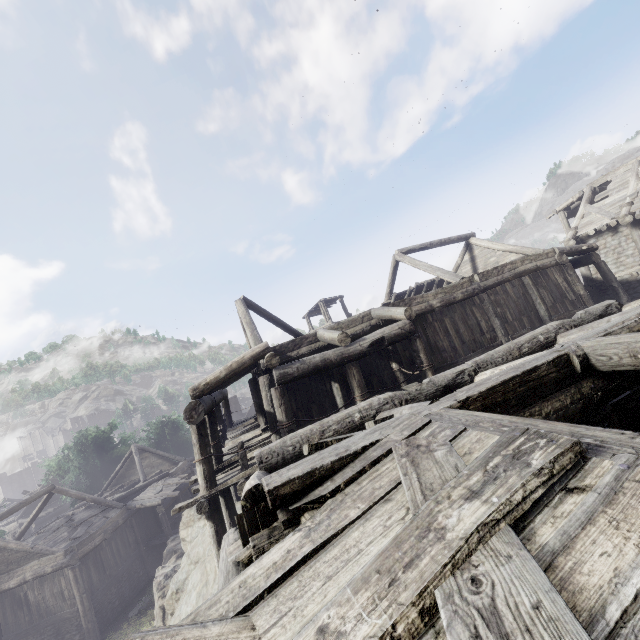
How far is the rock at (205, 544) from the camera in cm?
923

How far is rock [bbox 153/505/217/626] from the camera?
9.2 meters

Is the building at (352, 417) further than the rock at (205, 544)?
No

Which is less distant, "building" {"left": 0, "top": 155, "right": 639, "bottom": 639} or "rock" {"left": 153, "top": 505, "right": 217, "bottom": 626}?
"building" {"left": 0, "top": 155, "right": 639, "bottom": 639}

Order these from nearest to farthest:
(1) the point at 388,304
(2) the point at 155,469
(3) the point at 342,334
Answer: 1. (3) the point at 342,334
2. (1) the point at 388,304
3. (2) the point at 155,469
